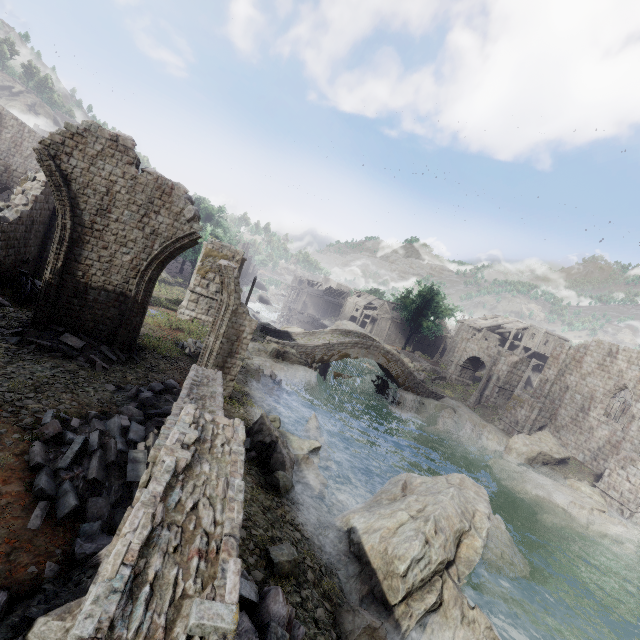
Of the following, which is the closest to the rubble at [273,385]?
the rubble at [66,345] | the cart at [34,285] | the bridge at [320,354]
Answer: the bridge at [320,354]

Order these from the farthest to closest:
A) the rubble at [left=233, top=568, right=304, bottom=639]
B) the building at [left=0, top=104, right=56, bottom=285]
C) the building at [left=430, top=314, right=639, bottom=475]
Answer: the building at [left=430, top=314, right=639, bottom=475], the building at [left=0, top=104, right=56, bottom=285], the rubble at [left=233, top=568, right=304, bottom=639]

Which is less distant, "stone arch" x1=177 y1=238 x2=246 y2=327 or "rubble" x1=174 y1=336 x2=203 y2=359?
"rubble" x1=174 y1=336 x2=203 y2=359

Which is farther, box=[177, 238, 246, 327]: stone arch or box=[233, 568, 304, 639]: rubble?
box=[177, 238, 246, 327]: stone arch

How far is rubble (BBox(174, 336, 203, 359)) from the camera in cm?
Answer: 1692

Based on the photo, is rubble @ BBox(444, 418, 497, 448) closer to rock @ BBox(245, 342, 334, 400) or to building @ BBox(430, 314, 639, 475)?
building @ BBox(430, 314, 639, 475)

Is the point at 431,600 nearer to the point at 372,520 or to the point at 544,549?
the point at 372,520

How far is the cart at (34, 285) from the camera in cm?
1416
